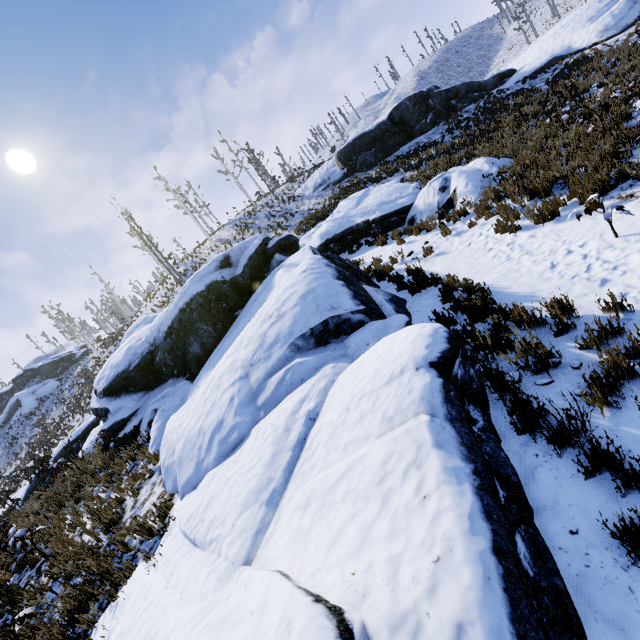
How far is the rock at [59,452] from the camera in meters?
16.5

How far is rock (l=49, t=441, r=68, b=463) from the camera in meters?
16.5 m

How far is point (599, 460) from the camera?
2.6 meters

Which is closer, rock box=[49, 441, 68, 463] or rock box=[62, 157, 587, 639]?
rock box=[62, 157, 587, 639]

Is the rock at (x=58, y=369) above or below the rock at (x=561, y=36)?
above

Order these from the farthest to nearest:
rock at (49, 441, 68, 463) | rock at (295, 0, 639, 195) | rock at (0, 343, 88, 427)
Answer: rock at (0, 343, 88, 427), rock at (295, 0, 639, 195), rock at (49, 441, 68, 463)

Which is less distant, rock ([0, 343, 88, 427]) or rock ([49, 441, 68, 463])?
rock ([49, 441, 68, 463])

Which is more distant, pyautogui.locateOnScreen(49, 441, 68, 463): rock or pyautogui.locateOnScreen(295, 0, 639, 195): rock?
pyautogui.locateOnScreen(295, 0, 639, 195): rock
